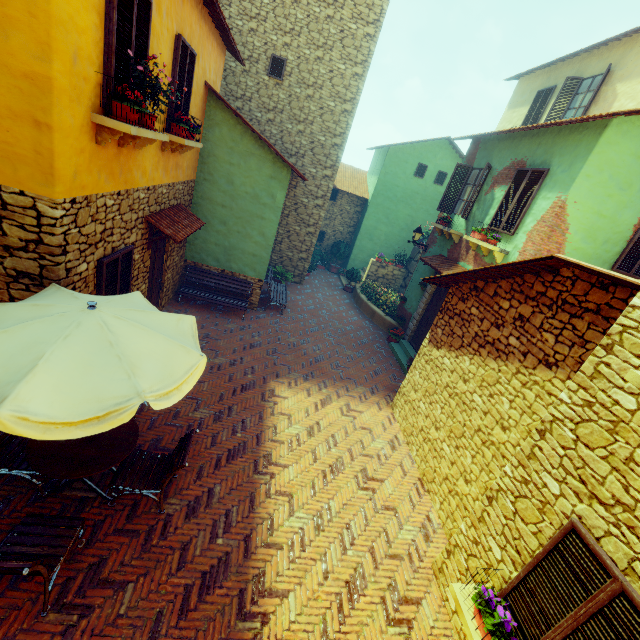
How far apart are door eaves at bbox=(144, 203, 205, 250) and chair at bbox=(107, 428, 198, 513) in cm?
407

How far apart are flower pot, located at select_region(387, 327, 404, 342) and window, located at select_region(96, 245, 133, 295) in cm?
898

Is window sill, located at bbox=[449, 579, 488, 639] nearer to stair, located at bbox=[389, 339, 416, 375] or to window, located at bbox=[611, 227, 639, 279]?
stair, located at bbox=[389, 339, 416, 375]

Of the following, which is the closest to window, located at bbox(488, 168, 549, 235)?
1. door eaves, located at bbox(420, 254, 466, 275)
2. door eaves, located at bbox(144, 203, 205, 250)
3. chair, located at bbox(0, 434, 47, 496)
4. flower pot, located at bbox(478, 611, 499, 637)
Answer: door eaves, located at bbox(420, 254, 466, 275)

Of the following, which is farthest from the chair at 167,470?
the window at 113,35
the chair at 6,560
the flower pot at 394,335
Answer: the flower pot at 394,335

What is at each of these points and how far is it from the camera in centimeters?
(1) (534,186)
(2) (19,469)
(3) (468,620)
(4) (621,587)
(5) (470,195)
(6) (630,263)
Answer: (1) window, 799cm
(2) chair, 407cm
(3) window sill, 376cm
(4) window, 279cm
(5) window, 1074cm
(6) window, 800cm

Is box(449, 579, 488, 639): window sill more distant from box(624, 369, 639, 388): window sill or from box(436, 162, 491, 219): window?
box(436, 162, 491, 219): window

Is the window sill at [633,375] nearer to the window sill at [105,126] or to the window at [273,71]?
the window at [273,71]
